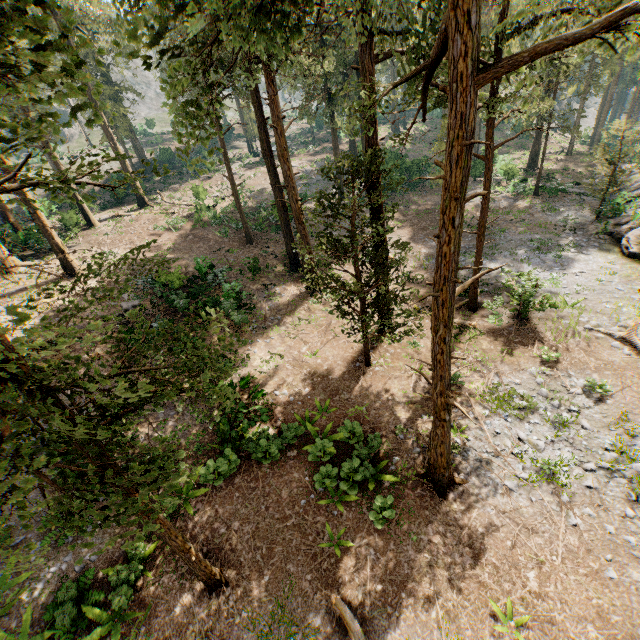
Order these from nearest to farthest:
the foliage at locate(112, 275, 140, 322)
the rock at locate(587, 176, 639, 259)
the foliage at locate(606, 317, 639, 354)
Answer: the foliage at locate(112, 275, 140, 322) → the foliage at locate(606, 317, 639, 354) → the rock at locate(587, 176, 639, 259)

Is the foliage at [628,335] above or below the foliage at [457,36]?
below

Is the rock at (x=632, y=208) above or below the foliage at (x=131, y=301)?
below

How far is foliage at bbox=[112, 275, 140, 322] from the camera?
5.5 meters

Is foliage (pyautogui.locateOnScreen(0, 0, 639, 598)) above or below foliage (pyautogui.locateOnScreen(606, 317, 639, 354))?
above

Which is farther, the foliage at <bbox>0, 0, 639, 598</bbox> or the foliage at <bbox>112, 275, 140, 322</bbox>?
the foliage at <bbox>112, 275, 140, 322</bbox>

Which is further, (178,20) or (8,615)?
(178,20)
